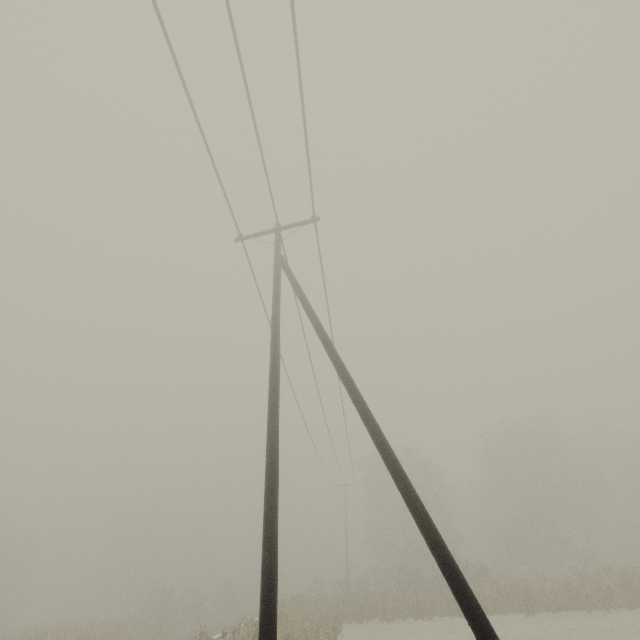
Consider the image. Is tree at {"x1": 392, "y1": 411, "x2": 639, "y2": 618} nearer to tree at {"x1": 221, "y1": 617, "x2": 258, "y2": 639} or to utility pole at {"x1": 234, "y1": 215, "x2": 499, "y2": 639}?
tree at {"x1": 221, "y1": 617, "x2": 258, "y2": 639}

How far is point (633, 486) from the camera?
42.41m

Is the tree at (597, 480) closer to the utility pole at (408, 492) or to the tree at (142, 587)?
the tree at (142, 587)

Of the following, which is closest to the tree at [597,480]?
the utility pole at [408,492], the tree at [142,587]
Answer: the tree at [142,587]

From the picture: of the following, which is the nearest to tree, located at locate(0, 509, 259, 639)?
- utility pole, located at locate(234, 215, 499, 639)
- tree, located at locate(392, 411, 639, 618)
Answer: tree, located at locate(392, 411, 639, 618)

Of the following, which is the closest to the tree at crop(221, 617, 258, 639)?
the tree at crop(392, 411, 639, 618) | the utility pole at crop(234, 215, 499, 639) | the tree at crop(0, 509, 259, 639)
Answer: the utility pole at crop(234, 215, 499, 639)

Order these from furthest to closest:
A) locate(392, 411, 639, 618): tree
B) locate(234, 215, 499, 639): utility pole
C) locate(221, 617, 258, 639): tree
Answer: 1. locate(392, 411, 639, 618): tree
2. locate(221, 617, 258, 639): tree
3. locate(234, 215, 499, 639): utility pole
